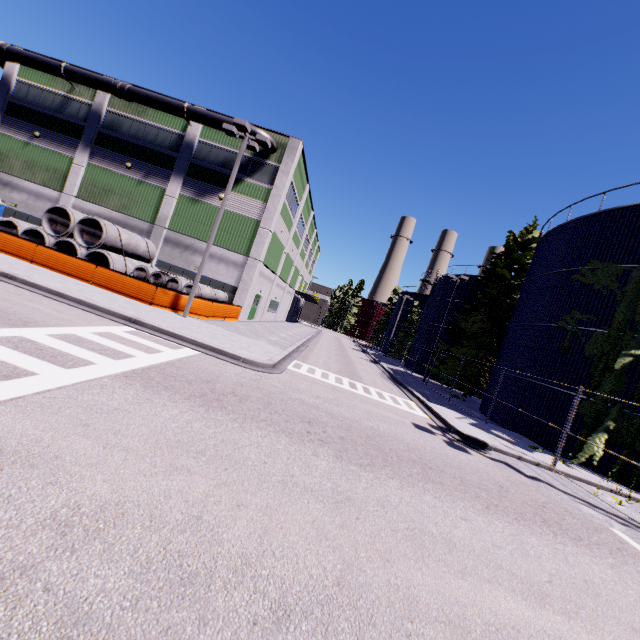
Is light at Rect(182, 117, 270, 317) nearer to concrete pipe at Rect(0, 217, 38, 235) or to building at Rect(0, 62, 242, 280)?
building at Rect(0, 62, 242, 280)

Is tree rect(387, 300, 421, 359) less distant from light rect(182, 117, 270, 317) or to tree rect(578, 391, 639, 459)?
tree rect(578, 391, 639, 459)

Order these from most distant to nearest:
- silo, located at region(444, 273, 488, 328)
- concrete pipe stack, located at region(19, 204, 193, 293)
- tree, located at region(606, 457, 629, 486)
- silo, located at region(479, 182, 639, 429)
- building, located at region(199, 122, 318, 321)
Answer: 1. silo, located at region(444, 273, 488, 328)
2. building, located at region(199, 122, 318, 321)
3. concrete pipe stack, located at region(19, 204, 193, 293)
4. silo, located at region(479, 182, 639, 429)
5. tree, located at region(606, 457, 629, 486)

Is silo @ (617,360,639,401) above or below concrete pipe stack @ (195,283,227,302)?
above

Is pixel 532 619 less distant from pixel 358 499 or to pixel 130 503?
pixel 358 499

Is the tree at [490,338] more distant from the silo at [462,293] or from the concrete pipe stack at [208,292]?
the concrete pipe stack at [208,292]

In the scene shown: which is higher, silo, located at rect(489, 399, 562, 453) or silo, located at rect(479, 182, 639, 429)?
silo, located at rect(479, 182, 639, 429)

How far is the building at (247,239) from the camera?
25.2m
